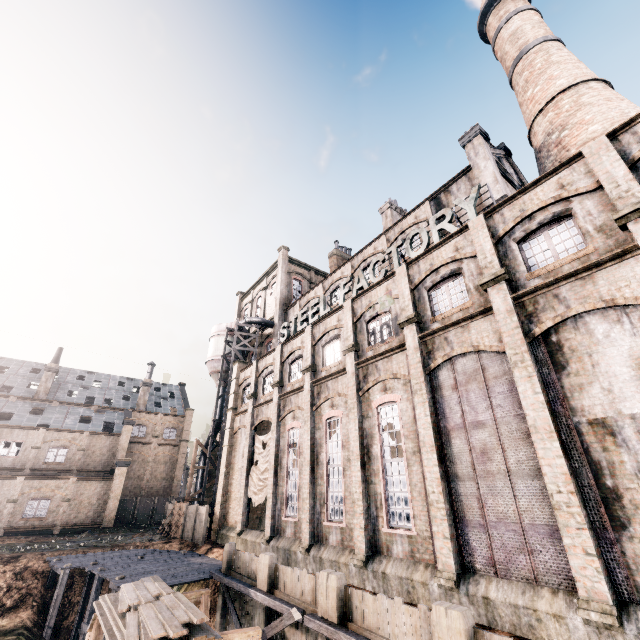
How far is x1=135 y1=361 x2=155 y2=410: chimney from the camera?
50.69m

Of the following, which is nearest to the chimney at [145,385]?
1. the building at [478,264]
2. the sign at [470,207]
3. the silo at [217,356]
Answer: the building at [478,264]

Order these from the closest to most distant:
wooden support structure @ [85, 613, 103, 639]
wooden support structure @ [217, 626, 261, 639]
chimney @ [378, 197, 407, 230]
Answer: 1. wooden support structure @ [217, 626, 261, 639]
2. wooden support structure @ [85, 613, 103, 639]
3. chimney @ [378, 197, 407, 230]

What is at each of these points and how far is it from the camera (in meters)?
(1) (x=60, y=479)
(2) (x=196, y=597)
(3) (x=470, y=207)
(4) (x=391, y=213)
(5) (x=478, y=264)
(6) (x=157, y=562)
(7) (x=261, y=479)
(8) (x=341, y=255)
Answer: (1) building, 35.12
(2) wooden support structure, 15.25
(3) sign, 15.41
(4) chimney, 32.03
(5) building, 14.49
(6) wooden scaffolding, 21.23
(7) cloth, 24.41
(8) chimney, 39.69

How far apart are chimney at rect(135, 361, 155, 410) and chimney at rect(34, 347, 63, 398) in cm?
1080

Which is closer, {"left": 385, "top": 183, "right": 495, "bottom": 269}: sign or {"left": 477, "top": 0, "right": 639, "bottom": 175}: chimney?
{"left": 385, "top": 183, "right": 495, "bottom": 269}: sign

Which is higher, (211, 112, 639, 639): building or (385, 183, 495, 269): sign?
(385, 183, 495, 269): sign

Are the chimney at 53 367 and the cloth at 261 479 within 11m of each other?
no
